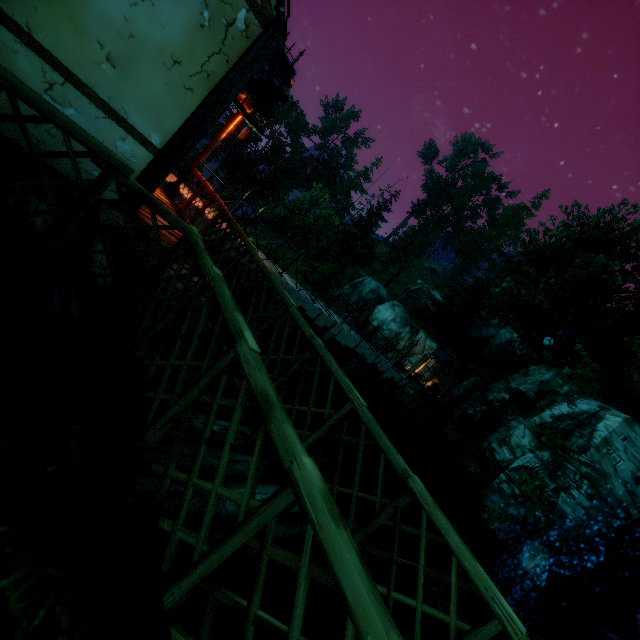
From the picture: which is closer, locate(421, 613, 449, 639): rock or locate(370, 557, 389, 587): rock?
locate(421, 613, 449, 639): rock

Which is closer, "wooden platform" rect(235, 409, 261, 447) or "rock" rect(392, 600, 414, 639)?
"wooden platform" rect(235, 409, 261, 447)

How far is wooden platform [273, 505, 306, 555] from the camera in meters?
2.4

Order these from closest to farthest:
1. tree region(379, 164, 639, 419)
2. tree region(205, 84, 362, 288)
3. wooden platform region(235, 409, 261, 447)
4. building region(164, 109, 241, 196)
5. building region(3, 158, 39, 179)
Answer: wooden platform region(235, 409, 261, 447) → building region(3, 158, 39, 179) → building region(164, 109, 241, 196) → tree region(379, 164, 639, 419) → tree region(205, 84, 362, 288)

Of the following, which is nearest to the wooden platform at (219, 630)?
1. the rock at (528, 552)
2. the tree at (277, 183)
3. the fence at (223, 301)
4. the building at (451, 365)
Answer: the fence at (223, 301)

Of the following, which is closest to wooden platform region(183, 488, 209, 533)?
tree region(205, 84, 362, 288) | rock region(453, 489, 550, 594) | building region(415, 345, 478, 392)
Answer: rock region(453, 489, 550, 594)

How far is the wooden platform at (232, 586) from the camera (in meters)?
1.83

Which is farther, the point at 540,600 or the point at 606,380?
the point at 606,380
